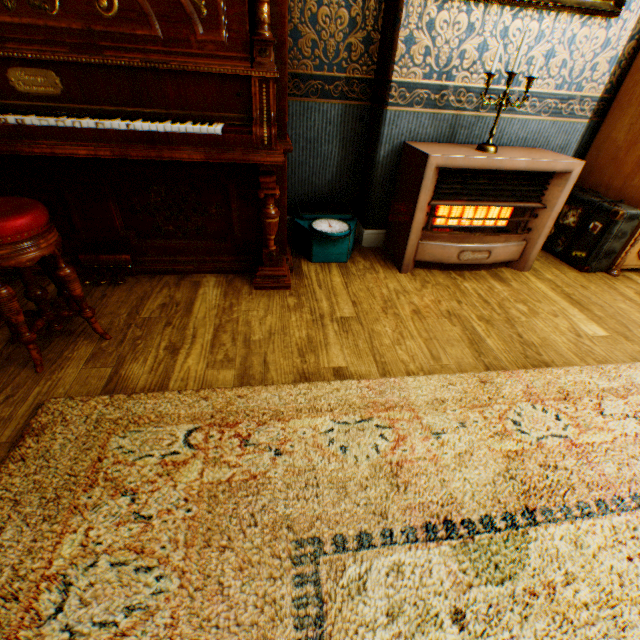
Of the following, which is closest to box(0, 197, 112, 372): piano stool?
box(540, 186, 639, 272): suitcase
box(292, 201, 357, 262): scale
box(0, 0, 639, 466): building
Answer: box(0, 0, 639, 466): building

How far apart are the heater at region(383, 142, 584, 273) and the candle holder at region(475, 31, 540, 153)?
0.02m

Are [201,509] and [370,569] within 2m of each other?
yes

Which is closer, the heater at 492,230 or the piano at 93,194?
the piano at 93,194

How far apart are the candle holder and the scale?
1.0m

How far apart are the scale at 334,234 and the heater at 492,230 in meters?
0.3

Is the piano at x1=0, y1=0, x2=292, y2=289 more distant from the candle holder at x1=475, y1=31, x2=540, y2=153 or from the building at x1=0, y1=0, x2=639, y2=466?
the candle holder at x1=475, y1=31, x2=540, y2=153

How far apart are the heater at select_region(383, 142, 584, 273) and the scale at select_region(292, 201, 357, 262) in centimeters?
28cm
